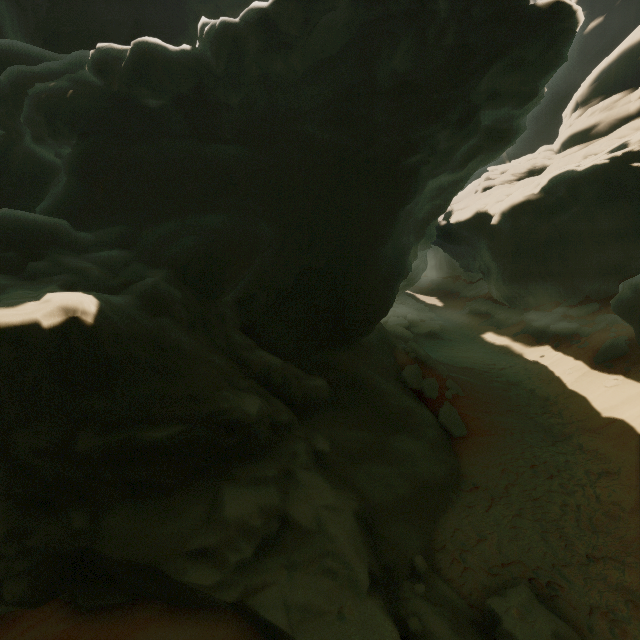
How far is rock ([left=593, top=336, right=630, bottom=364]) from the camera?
15.9 meters

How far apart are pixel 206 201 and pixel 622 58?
37.90m

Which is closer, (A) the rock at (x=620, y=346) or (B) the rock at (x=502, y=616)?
(B) the rock at (x=502, y=616)

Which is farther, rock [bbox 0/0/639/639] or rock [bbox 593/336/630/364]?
rock [bbox 593/336/630/364]

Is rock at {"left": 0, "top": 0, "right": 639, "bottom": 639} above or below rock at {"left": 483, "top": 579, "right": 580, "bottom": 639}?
above

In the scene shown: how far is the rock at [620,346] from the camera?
15.9m
